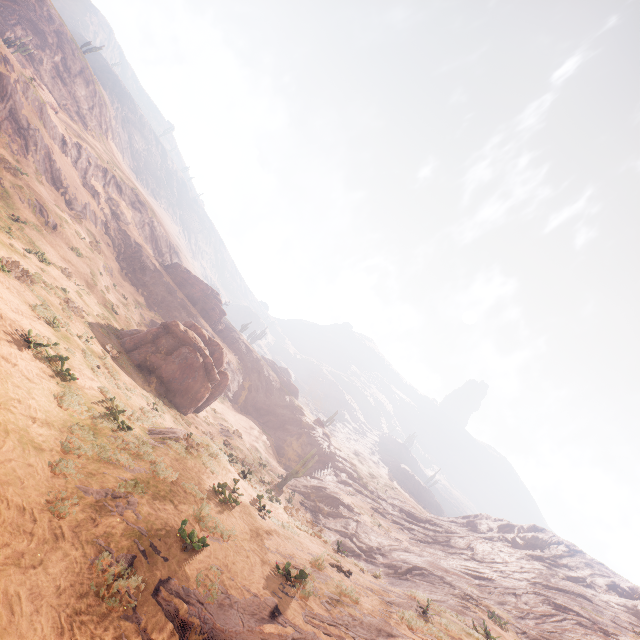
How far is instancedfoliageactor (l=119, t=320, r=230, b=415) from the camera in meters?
21.8

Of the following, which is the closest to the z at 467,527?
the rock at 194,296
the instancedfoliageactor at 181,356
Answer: the instancedfoliageactor at 181,356

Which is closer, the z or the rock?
the z

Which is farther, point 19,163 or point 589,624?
point 19,163

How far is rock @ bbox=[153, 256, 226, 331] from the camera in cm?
5166

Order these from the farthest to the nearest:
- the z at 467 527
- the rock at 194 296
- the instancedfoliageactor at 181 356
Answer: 1. the rock at 194 296
2. the instancedfoliageactor at 181 356
3. the z at 467 527

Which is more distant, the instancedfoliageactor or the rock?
the rock

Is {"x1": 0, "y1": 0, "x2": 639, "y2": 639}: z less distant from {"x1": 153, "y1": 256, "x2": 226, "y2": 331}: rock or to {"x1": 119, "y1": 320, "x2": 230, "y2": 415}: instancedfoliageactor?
{"x1": 119, "y1": 320, "x2": 230, "y2": 415}: instancedfoliageactor
